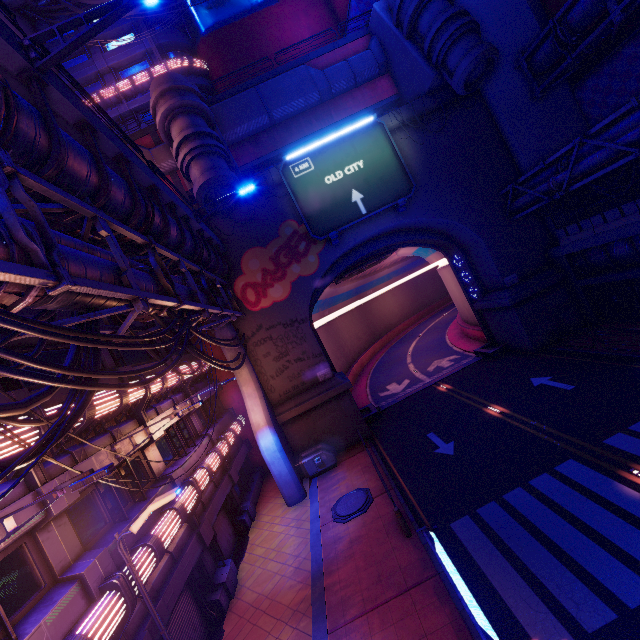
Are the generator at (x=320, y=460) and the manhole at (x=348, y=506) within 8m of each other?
yes

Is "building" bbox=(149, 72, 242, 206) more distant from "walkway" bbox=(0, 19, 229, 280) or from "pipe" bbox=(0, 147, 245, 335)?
"pipe" bbox=(0, 147, 245, 335)

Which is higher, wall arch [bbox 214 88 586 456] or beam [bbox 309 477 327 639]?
wall arch [bbox 214 88 586 456]

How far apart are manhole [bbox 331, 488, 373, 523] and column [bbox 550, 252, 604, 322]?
18.45m

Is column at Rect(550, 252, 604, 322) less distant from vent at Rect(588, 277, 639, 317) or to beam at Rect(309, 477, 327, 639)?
vent at Rect(588, 277, 639, 317)

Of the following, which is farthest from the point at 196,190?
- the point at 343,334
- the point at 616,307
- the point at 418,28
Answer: the point at 343,334

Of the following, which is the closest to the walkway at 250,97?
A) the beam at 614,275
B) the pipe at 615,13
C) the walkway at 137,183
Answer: the walkway at 137,183

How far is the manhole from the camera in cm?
1391
